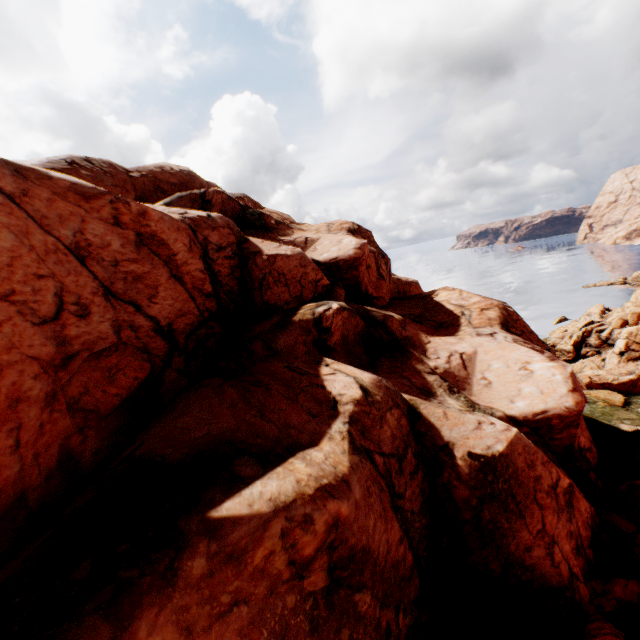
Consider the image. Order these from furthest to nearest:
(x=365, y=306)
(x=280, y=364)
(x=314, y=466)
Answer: (x=365, y=306) < (x=280, y=364) < (x=314, y=466)
